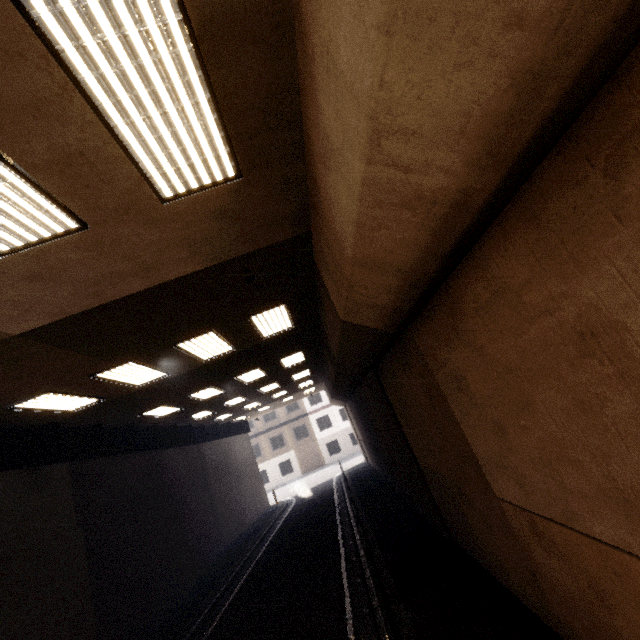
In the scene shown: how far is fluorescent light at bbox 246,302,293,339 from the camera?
7.80m

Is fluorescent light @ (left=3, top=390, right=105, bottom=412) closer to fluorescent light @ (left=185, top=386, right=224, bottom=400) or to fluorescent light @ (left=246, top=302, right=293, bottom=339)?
fluorescent light @ (left=185, top=386, right=224, bottom=400)

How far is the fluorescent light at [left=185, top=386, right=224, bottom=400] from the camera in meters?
12.4

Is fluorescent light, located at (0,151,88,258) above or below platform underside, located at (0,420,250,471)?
above

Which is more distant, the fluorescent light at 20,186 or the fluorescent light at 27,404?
the fluorescent light at 27,404

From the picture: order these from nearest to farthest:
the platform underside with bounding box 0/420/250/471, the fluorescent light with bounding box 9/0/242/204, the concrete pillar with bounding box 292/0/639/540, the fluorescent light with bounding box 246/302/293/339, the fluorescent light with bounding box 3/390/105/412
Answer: the concrete pillar with bounding box 292/0/639/540 → the fluorescent light with bounding box 9/0/242/204 → the fluorescent light with bounding box 3/390/105/412 → the fluorescent light with bounding box 246/302/293/339 → the platform underside with bounding box 0/420/250/471

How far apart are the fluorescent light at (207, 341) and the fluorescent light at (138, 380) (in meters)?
1.01

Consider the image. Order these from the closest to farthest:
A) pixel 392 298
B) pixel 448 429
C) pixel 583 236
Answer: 1. pixel 583 236
2. pixel 392 298
3. pixel 448 429
